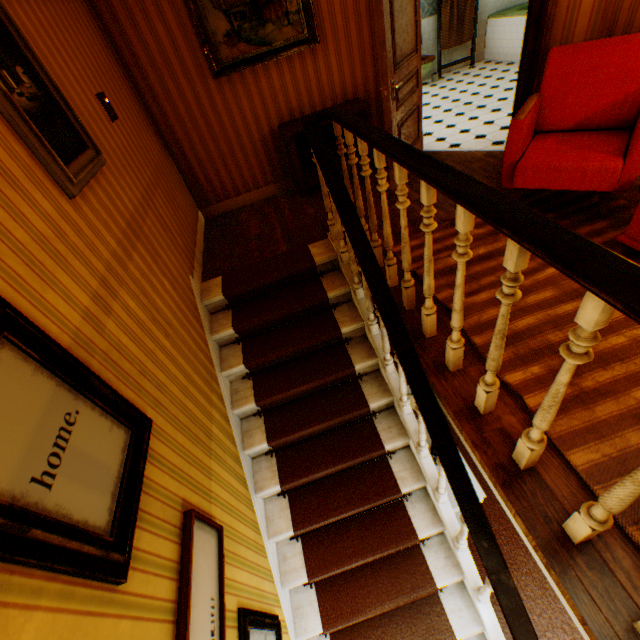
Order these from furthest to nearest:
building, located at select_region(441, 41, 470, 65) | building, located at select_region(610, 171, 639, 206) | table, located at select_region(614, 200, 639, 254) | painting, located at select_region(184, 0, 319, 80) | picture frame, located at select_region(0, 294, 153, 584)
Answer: building, located at select_region(441, 41, 470, 65) < painting, located at select_region(184, 0, 319, 80) < building, located at select_region(610, 171, 639, 206) < table, located at select_region(614, 200, 639, 254) < picture frame, located at select_region(0, 294, 153, 584)

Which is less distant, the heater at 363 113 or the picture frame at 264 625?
the picture frame at 264 625

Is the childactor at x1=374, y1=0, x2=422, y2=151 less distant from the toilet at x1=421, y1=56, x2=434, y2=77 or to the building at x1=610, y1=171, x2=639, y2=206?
the building at x1=610, y1=171, x2=639, y2=206

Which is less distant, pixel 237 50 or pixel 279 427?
pixel 279 427

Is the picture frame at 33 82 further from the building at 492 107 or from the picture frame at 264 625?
the picture frame at 264 625

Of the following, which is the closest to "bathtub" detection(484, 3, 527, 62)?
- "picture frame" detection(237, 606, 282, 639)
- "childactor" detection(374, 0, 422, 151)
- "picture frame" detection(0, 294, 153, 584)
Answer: "childactor" detection(374, 0, 422, 151)

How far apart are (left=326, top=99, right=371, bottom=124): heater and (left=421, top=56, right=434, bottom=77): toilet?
4.2 meters
